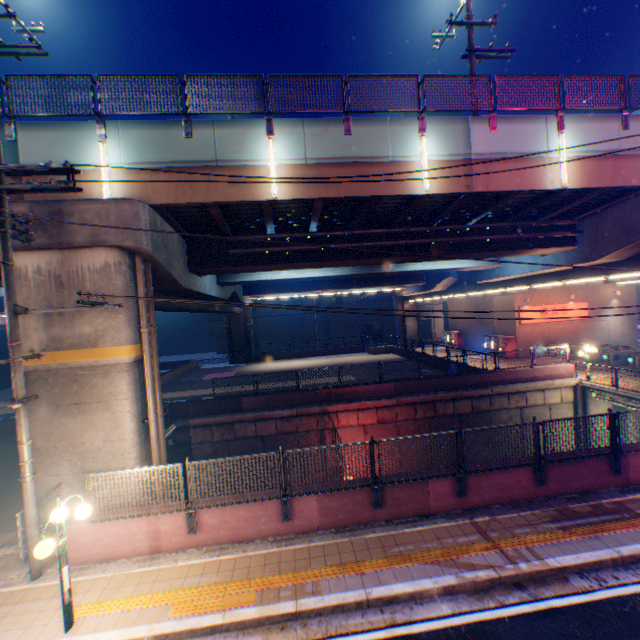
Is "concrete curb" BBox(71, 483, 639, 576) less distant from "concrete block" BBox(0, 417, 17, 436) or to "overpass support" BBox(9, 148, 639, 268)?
"overpass support" BBox(9, 148, 639, 268)

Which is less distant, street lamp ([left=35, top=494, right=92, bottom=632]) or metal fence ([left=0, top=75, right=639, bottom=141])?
street lamp ([left=35, top=494, right=92, bottom=632])

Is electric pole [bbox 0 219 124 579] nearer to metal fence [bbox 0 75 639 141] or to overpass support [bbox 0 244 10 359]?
overpass support [bbox 0 244 10 359]

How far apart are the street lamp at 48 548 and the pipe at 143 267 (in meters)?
3.16

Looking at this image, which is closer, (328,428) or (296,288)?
(328,428)

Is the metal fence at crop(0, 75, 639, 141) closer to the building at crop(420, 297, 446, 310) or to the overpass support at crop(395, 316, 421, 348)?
the overpass support at crop(395, 316, 421, 348)

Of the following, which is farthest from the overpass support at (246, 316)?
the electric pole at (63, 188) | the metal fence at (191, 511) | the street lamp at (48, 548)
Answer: the street lamp at (48, 548)

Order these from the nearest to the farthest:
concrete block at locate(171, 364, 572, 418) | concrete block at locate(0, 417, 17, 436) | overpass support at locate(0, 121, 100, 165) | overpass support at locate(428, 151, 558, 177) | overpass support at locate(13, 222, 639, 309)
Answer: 1. overpass support at locate(13, 222, 639, 309)
2. overpass support at locate(0, 121, 100, 165)
3. overpass support at locate(428, 151, 558, 177)
4. concrete block at locate(0, 417, 17, 436)
5. concrete block at locate(171, 364, 572, 418)
